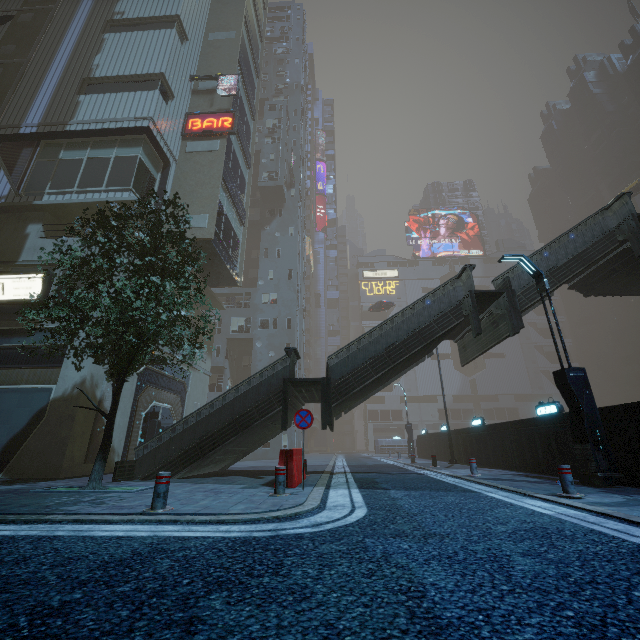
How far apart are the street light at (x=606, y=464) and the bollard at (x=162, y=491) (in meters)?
9.76

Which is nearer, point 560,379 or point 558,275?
point 560,379

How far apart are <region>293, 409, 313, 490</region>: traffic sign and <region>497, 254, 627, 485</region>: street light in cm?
719

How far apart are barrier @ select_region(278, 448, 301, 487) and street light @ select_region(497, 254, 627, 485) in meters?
7.5 m

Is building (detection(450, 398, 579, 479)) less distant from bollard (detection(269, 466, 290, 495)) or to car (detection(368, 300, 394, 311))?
car (detection(368, 300, 394, 311))

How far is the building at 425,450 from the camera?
22.1m

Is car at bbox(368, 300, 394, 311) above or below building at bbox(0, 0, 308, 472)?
above

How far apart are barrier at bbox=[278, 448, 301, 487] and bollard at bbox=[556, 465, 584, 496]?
5.7 meters
